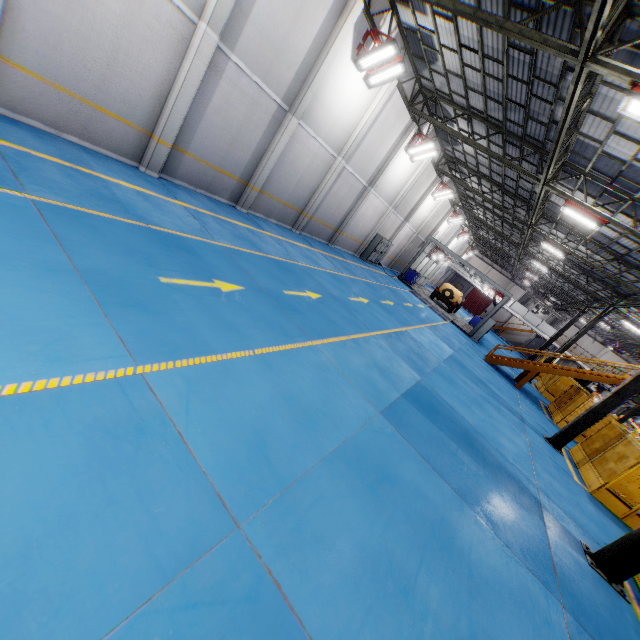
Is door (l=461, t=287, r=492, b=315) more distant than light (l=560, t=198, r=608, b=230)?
Yes

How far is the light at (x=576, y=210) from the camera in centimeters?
1259cm

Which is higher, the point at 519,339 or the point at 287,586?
the point at 519,339

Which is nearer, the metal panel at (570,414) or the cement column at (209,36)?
the cement column at (209,36)

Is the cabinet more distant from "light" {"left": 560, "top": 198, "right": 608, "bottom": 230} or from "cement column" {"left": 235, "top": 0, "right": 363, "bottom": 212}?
"cement column" {"left": 235, "top": 0, "right": 363, "bottom": 212}

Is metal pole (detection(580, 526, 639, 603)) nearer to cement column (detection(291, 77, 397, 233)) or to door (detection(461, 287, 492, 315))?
cement column (detection(291, 77, 397, 233))

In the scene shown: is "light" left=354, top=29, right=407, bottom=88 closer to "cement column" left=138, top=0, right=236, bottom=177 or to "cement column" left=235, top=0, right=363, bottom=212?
"cement column" left=235, top=0, right=363, bottom=212

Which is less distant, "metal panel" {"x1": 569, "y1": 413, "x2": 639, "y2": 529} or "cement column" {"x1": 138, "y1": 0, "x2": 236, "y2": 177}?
"cement column" {"x1": 138, "y1": 0, "x2": 236, "y2": 177}
